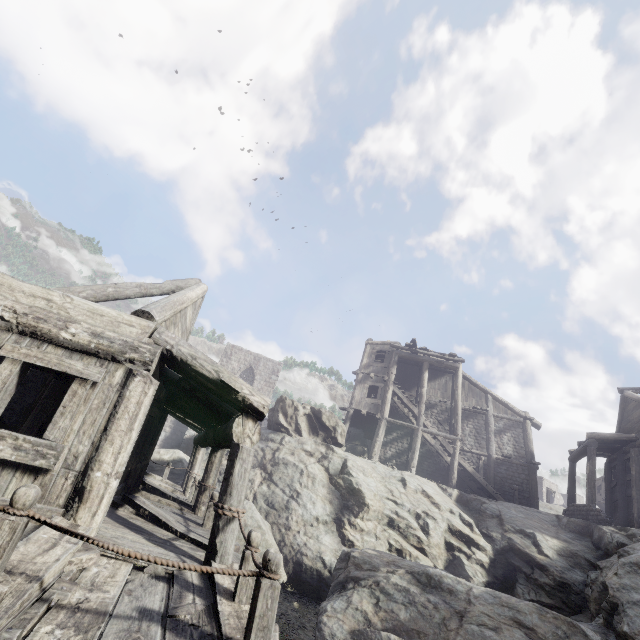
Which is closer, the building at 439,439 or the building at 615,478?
the building at 615,478

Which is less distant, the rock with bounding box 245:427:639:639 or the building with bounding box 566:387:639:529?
the rock with bounding box 245:427:639:639

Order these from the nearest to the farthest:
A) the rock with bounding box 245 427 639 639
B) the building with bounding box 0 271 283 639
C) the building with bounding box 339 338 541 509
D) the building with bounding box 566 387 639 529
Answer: the building with bounding box 0 271 283 639 → the rock with bounding box 245 427 639 639 → the building with bounding box 566 387 639 529 → the building with bounding box 339 338 541 509

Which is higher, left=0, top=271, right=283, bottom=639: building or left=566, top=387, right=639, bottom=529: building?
left=566, top=387, right=639, bottom=529: building

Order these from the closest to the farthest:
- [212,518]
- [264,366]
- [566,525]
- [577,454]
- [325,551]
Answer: [212,518] < [325,551] < [566,525] < [577,454] < [264,366]

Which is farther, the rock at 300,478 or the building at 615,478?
the building at 615,478

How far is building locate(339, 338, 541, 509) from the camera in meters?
20.2
